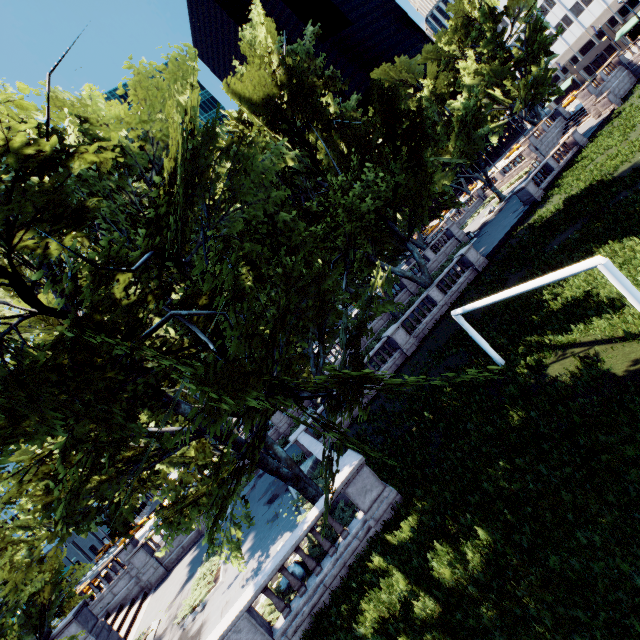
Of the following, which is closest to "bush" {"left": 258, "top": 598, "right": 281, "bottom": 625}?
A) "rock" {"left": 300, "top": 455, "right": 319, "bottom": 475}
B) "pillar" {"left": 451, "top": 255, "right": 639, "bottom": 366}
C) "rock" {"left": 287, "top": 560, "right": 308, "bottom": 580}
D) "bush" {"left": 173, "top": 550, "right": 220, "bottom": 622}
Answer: "rock" {"left": 287, "top": 560, "right": 308, "bottom": 580}

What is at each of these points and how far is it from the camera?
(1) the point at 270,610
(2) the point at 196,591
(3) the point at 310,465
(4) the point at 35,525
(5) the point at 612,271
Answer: (1) bush, 10.80m
(2) bush, 17.08m
(3) rock, 18.20m
(4) tree, 8.23m
(5) pillar, 7.76m

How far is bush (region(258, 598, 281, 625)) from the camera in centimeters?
1031cm

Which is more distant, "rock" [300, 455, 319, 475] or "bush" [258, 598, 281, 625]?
"rock" [300, 455, 319, 475]

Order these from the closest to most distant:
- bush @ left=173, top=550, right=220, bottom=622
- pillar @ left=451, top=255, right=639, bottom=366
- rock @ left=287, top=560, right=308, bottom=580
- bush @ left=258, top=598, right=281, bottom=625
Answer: pillar @ left=451, top=255, right=639, bottom=366, bush @ left=258, top=598, right=281, bottom=625, rock @ left=287, top=560, right=308, bottom=580, bush @ left=173, top=550, right=220, bottom=622

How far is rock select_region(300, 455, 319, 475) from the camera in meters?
17.8

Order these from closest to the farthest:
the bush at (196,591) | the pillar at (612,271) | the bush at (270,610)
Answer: the pillar at (612,271) < the bush at (270,610) < the bush at (196,591)

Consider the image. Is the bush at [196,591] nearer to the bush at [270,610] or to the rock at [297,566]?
the bush at [270,610]
